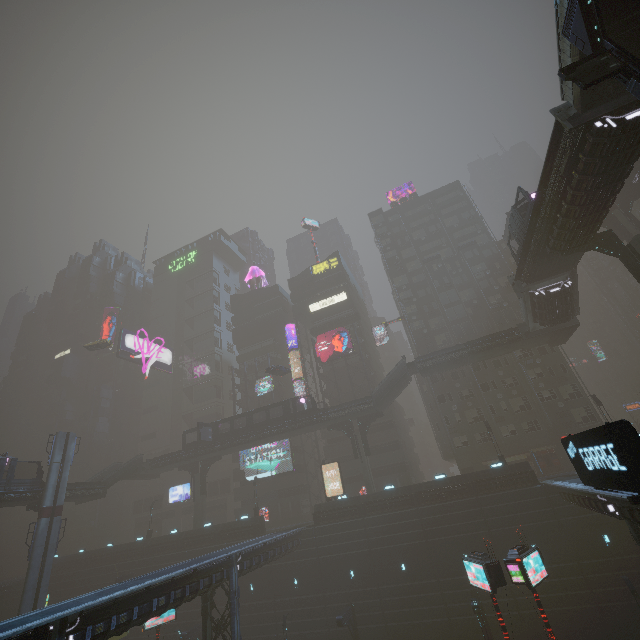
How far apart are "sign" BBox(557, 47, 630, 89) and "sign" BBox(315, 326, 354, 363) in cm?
4232

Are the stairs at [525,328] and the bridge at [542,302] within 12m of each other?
yes

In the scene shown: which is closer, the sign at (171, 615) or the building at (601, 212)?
the building at (601, 212)

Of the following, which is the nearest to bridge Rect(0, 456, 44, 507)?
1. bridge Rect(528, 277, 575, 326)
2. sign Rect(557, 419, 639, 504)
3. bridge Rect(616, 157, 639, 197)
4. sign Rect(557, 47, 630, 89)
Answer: sign Rect(557, 419, 639, 504)

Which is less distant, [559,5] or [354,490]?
[559,5]

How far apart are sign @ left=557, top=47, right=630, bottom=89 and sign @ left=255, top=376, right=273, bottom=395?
51.3m

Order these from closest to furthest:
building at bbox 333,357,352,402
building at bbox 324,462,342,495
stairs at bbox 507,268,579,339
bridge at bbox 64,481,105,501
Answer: stairs at bbox 507,268,579,339, bridge at bbox 64,481,105,501, building at bbox 324,462,342,495, building at bbox 333,357,352,402

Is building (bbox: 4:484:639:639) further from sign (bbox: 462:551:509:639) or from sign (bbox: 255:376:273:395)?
sign (bbox: 255:376:273:395)
